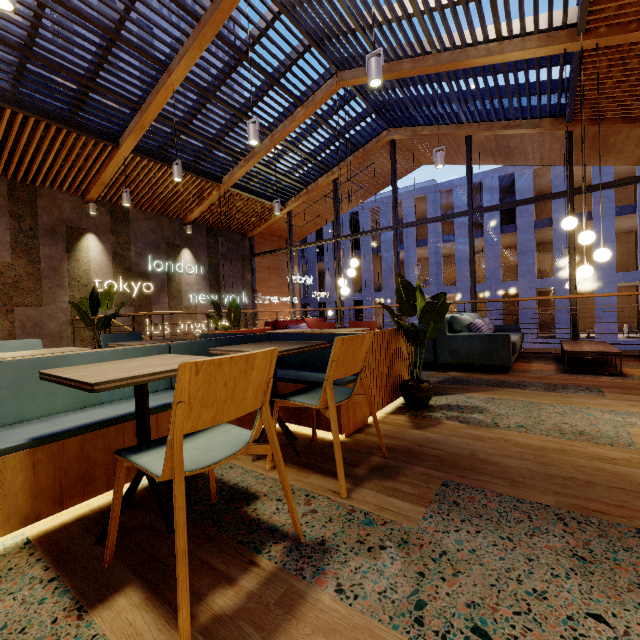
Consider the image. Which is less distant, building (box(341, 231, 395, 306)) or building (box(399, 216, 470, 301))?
building (box(399, 216, 470, 301))

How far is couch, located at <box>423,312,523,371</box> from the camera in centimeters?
470cm

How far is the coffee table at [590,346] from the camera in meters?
4.3 m

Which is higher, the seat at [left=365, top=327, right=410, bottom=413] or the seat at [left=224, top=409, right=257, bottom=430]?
the seat at [left=365, top=327, right=410, bottom=413]

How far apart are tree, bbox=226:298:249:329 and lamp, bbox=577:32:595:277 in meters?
5.0

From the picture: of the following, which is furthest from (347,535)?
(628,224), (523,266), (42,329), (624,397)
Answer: (628,224)

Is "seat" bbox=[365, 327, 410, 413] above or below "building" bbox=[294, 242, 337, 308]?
below

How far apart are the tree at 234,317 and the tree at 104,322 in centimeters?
205cm
